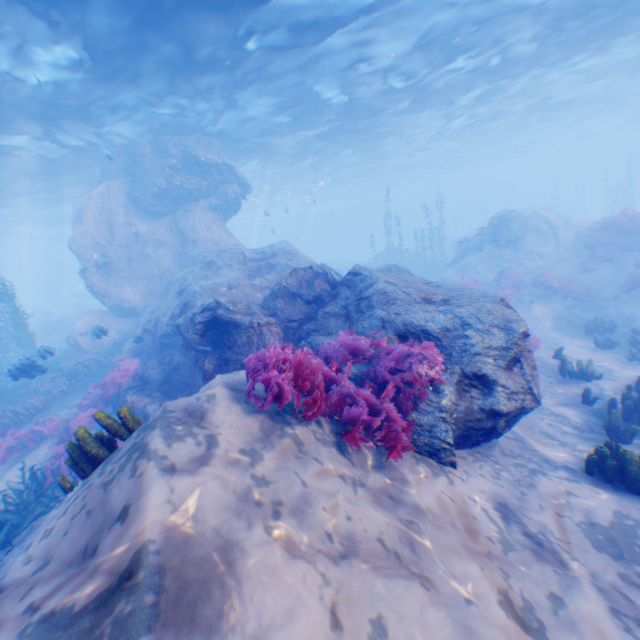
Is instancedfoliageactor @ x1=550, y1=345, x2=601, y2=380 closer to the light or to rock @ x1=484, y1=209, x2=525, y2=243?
rock @ x1=484, y1=209, x2=525, y2=243

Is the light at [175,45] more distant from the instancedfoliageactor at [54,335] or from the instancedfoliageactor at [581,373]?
the instancedfoliageactor at [581,373]

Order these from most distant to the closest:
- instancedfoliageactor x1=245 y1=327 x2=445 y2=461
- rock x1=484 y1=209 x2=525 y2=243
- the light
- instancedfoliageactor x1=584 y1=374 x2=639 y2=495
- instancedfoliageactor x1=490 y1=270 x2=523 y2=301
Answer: rock x1=484 y1=209 x2=525 y2=243 < instancedfoliageactor x1=490 y1=270 x2=523 y2=301 < the light < instancedfoliageactor x1=584 y1=374 x2=639 y2=495 < instancedfoliageactor x1=245 y1=327 x2=445 y2=461

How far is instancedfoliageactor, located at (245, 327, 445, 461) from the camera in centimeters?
400cm

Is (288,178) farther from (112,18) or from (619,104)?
(619,104)

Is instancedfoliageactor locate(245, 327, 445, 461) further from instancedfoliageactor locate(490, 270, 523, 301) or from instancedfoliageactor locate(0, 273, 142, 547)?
instancedfoliageactor locate(490, 270, 523, 301)

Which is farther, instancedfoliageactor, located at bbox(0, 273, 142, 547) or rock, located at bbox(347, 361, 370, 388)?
rock, located at bbox(347, 361, 370, 388)

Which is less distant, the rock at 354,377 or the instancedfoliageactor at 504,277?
the rock at 354,377
